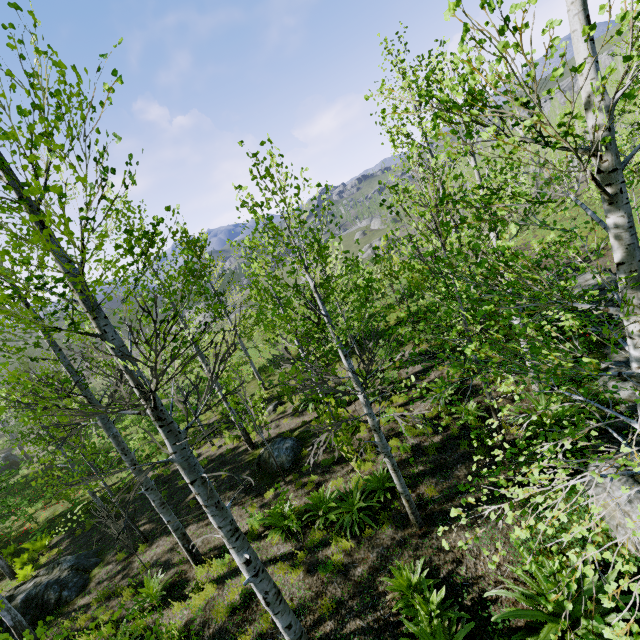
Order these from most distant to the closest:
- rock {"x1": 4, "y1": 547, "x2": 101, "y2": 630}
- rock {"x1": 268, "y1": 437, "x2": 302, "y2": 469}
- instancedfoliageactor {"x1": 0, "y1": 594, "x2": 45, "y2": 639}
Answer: rock {"x1": 268, "y1": 437, "x2": 302, "y2": 469}, rock {"x1": 4, "y1": 547, "x2": 101, "y2": 630}, instancedfoliageactor {"x1": 0, "y1": 594, "x2": 45, "y2": 639}

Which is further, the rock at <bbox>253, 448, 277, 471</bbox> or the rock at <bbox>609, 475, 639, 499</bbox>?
the rock at <bbox>253, 448, 277, 471</bbox>

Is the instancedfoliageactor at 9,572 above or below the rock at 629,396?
below

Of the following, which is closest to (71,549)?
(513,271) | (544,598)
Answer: (544,598)

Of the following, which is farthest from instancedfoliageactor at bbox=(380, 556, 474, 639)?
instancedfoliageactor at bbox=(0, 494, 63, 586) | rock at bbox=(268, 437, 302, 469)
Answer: instancedfoliageactor at bbox=(0, 494, 63, 586)

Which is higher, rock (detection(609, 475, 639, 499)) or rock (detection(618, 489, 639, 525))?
rock (detection(609, 475, 639, 499))

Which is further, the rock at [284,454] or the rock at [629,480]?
the rock at [284,454]

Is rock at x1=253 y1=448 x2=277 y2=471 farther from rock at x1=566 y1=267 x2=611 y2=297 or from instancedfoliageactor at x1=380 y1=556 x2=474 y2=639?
rock at x1=566 y1=267 x2=611 y2=297
